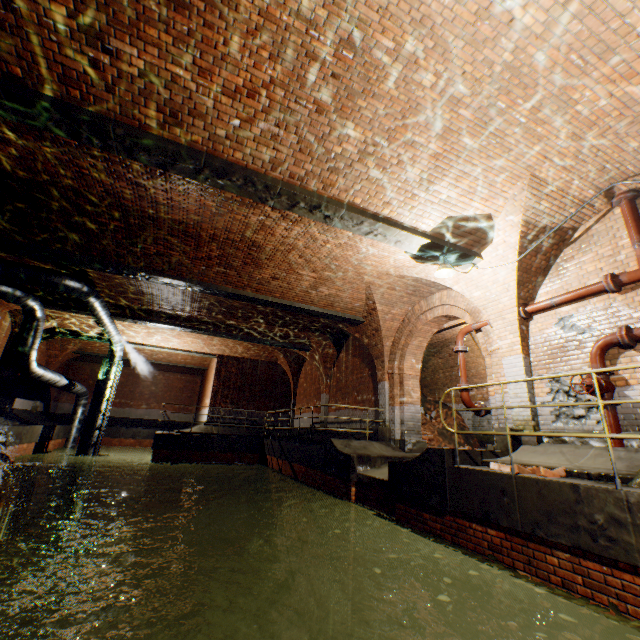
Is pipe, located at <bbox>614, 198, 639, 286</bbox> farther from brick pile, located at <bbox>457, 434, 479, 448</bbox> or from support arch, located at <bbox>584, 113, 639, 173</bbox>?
brick pile, located at <bbox>457, 434, 479, 448</bbox>

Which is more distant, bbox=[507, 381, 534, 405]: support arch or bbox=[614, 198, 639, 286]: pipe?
bbox=[507, 381, 534, 405]: support arch

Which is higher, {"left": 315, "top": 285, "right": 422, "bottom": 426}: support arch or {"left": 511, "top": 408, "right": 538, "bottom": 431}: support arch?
{"left": 315, "top": 285, "right": 422, "bottom": 426}: support arch

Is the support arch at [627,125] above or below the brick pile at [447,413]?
above

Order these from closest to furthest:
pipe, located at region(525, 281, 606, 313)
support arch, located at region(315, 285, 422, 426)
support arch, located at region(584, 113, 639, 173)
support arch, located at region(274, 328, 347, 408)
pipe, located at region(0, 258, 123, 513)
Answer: support arch, located at region(584, 113, 639, 173), pipe, located at region(525, 281, 606, 313), pipe, located at region(0, 258, 123, 513), support arch, located at region(315, 285, 422, 426), support arch, located at region(274, 328, 347, 408)

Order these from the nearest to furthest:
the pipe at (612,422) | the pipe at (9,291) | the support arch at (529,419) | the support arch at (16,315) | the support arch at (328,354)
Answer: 1. the pipe at (612,422)
2. the support arch at (529,419)
3. the pipe at (9,291)
4. the support arch at (16,315)
5. the support arch at (328,354)

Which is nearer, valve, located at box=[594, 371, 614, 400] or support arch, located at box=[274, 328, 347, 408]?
valve, located at box=[594, 371, 614, 400]

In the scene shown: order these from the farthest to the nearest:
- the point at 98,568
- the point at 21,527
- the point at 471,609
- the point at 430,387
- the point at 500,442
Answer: the point at 430,387
the point at 21,527
the point at 98,568
the point at 500,442
the point at 471,609
